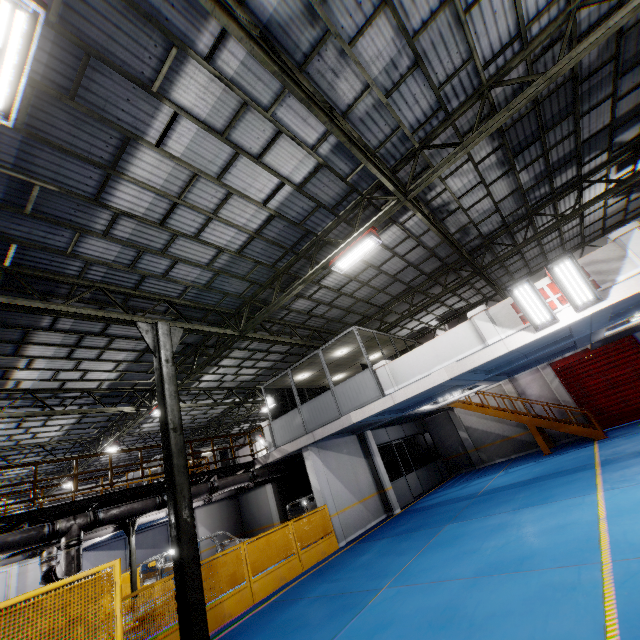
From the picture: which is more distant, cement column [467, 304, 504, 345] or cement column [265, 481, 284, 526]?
cement column [265, 481, 284, 526]

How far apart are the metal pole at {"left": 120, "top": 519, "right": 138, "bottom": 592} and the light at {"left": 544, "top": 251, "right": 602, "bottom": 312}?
17.6m

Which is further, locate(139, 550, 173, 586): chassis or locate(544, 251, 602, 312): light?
locate(139, 550, 173, 586): chassis

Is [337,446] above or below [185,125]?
below

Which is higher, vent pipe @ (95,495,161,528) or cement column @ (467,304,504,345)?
cement column @ (467,304,504,345)

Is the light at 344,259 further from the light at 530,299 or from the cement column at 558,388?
the cement column at 558,388

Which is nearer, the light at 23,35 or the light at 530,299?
the light at 23,35

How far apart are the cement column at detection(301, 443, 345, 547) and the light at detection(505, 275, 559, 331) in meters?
9.2 m
